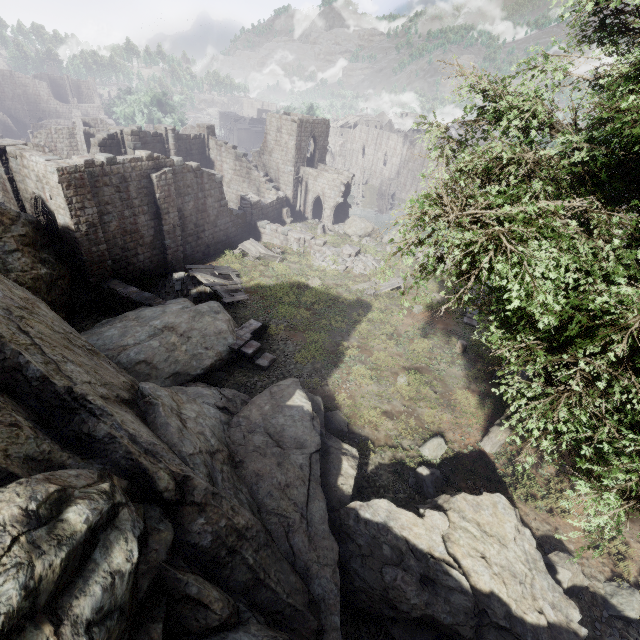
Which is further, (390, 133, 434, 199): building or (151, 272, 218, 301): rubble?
(390, 133, 434, 199): building

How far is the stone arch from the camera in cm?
5831

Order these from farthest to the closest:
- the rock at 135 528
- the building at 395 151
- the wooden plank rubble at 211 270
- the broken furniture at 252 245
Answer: the building at 395 151 < the broken furniture at 252 245 < the wooden plank rubble at 211 270 < the rock at 135 528

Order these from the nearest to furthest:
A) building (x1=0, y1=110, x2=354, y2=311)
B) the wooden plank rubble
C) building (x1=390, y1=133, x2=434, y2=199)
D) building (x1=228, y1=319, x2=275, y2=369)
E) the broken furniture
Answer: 1. building (x1=228, y1=319, x2=275, y2=369)
2. building (x1=0, y1=110, x2=354, y2=311)
3. the wooden plank rubble
4. the broken furniture
5. building (x1=390, y1=133, x2=434, y2=199)

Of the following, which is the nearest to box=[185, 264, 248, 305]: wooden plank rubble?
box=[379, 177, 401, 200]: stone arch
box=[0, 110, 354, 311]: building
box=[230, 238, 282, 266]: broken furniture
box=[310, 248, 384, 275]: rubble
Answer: box=[230, 238, 282, 266]: broken furniture

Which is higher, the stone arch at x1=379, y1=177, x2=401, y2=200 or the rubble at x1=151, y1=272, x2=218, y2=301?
the rubble at x1=151, y1=272, x2=218, y2=301

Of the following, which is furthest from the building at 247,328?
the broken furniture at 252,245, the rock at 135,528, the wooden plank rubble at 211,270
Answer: the broken furniture at 252,245

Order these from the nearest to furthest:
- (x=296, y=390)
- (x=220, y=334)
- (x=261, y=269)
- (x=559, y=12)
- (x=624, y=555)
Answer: (x=559, y=12), (x=624, y=555), (x=296, y=390), (x=220, y=334), (x=261, y=269)
